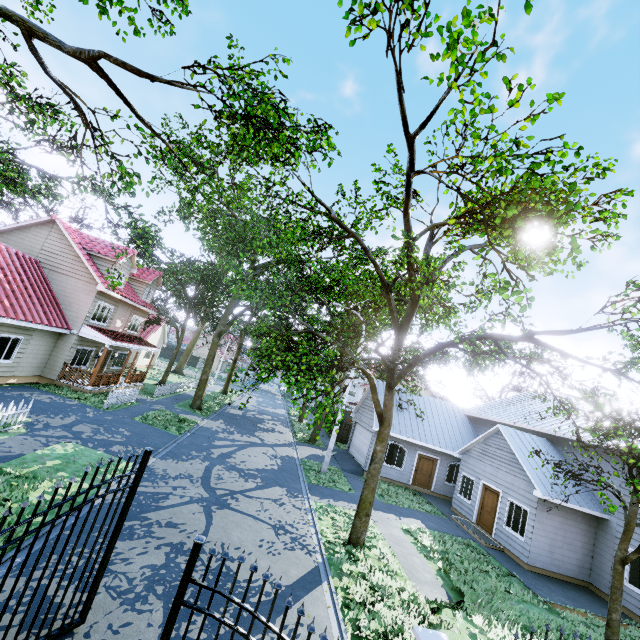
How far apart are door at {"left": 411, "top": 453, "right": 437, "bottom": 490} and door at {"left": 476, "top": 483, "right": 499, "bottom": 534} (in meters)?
4.41

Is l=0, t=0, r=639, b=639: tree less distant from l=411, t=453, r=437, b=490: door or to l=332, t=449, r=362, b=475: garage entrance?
l=332, t=449, r=362, b=475: garage entrance

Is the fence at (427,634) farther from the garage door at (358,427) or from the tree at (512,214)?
the garage door at (358,427)

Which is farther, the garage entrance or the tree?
the garage entrance

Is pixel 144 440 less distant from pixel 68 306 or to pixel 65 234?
Answer: pixel 68 306

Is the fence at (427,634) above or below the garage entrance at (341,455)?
above

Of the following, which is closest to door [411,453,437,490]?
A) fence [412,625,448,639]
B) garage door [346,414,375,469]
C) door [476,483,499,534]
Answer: garage door [346,414,375,469]

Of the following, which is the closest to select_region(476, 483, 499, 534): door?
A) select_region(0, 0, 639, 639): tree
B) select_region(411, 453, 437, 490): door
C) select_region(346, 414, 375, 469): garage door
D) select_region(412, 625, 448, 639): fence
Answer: select_region(411, 453, 437, 490): door
